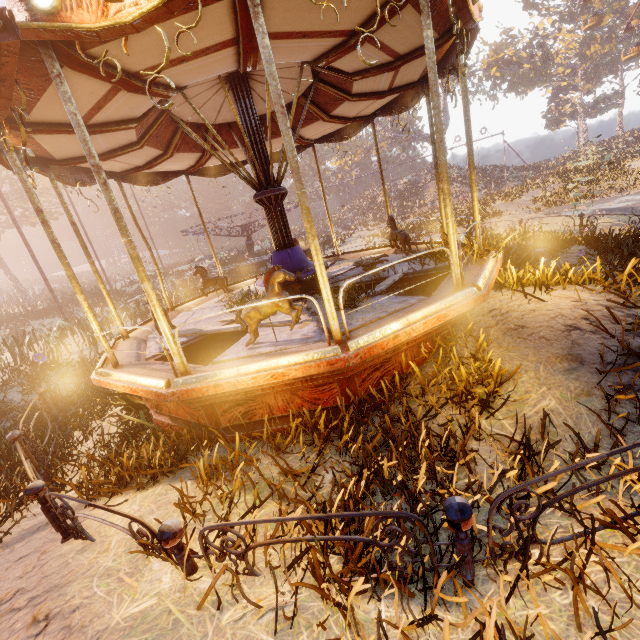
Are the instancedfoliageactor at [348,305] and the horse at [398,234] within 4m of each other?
yes

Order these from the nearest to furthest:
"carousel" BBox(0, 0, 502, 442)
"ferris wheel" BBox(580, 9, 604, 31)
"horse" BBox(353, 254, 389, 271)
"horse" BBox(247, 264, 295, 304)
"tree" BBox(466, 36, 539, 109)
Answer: "carousel" BBox(0, 0, 502, 442) → "horse" BBox(247, 264, 295, 304) → "horse" BBox(353, 254, 389, 271) → "ferris wheel" BBox(580, 9, 604, 31) → "tree" BBox(466, 36, 539, 109)

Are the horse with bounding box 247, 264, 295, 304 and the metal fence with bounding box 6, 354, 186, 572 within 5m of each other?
yes

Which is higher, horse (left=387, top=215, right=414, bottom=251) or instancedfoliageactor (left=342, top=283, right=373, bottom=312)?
horse (left=387, top=215, right=414, bottom=251)

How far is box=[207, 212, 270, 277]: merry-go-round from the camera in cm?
2202

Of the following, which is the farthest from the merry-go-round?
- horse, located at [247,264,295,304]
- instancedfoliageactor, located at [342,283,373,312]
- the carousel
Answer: horse, located at [247,264,295,304]

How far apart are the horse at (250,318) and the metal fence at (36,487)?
2.64m

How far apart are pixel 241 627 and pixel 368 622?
0.8m
